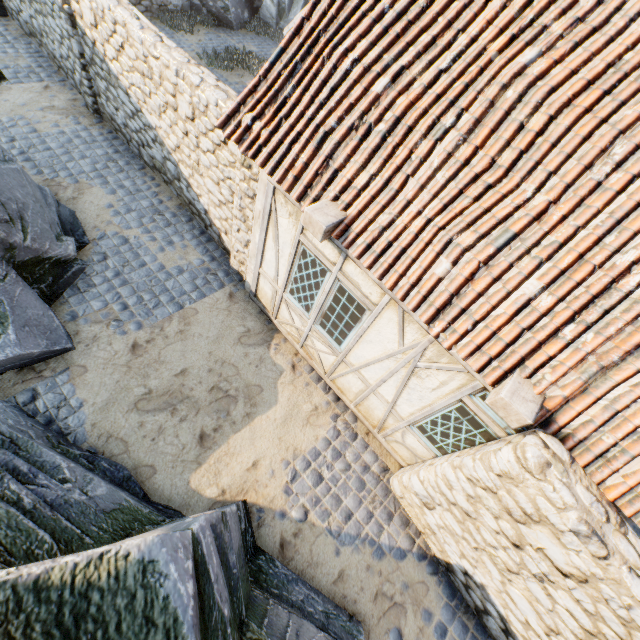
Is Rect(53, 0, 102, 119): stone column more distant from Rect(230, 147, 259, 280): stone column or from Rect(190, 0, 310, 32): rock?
Rect(230, 147, 259, 280): stone column

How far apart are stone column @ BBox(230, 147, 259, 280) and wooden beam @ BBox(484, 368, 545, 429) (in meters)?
4.22

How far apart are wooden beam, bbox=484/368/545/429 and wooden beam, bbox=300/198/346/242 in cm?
255

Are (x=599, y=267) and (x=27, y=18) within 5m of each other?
no

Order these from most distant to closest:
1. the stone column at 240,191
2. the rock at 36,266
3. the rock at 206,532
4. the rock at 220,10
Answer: the rock at 220,10, the stone column at 240,191, the rock at 36,266, the rock at 206,532

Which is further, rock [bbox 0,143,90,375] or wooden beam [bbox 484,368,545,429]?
rock [bbox 0,143,90,375]

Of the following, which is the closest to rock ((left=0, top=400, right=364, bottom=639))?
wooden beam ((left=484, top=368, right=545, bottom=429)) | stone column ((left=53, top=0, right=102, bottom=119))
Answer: stone column ((left=53, top=0, right=102, bottom=119))

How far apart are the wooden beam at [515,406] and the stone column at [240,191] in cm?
422
